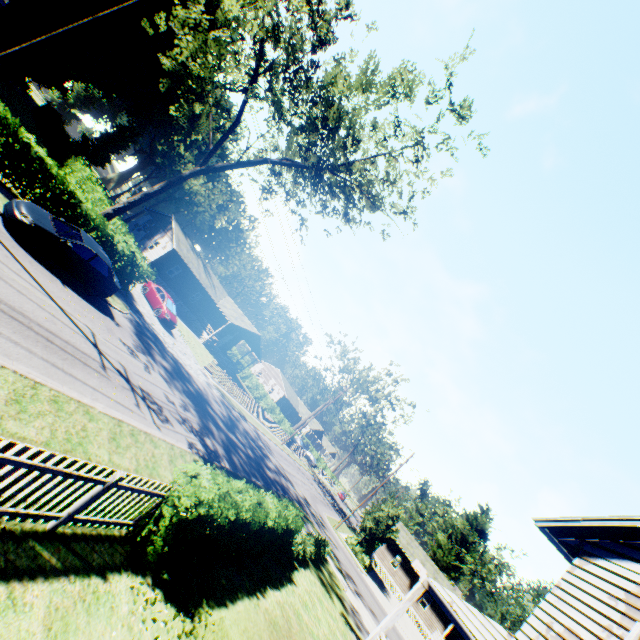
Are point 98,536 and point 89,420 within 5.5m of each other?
yes

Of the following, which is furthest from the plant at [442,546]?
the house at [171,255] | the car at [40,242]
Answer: the car at [40,242]

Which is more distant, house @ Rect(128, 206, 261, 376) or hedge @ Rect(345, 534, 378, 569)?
house @ Rect(128, 206, 261, 376)

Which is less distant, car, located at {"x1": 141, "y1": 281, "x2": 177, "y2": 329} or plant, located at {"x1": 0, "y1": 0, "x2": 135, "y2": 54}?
car, located at {"x1": 141, "y1": 281, "x2": 177, "y2": 329}

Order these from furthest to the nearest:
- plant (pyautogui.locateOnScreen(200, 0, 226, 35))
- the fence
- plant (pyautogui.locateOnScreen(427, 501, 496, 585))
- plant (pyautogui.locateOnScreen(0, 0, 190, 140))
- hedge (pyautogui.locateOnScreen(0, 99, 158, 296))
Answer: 1. plant (pyautogui.locateOnScreen(427, 501, 496, 585))
2. plant (pyautogui.locateOnScreen(200, 0, 226, 35))
3. plant (pyautogui.locateOnScreen(0, 0, 190, 140))
4. hedge (pyautogui.locateOnScreen(0, 99, 158, 296))
5. the fence

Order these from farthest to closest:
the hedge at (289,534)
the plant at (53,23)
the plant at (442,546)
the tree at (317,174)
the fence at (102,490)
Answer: the plant at (442,546), the plant at (53,23), the tree at (317,174), the hedge at (289,534), the fence at (102,490)

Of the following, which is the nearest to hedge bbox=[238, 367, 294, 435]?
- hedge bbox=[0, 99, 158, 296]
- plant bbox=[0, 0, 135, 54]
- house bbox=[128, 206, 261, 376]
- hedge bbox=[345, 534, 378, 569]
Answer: house bbox=[128, 206, 261, 376]

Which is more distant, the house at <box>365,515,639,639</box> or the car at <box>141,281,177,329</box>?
the car at <box>141,281,177,329</box>
